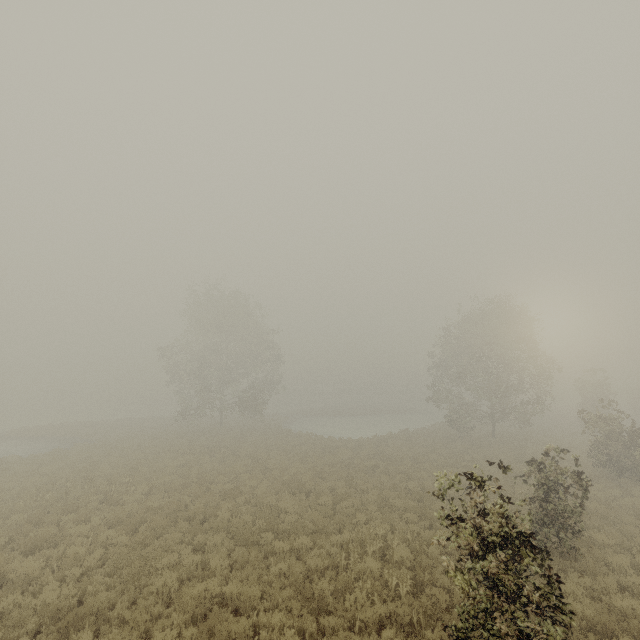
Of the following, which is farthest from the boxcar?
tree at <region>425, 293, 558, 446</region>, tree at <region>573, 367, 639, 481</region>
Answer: tree at <region>425, 293, 558, 446</region>

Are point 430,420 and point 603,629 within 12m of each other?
no

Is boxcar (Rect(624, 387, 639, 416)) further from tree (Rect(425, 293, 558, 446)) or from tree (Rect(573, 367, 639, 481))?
tree (Rect(425, 293, 558, 446))

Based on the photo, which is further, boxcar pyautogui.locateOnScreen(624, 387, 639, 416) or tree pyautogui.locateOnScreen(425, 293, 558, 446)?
boxcar pyautogui.locateOnScreen(624, 387, 639, 416)

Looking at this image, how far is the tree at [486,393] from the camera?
29.6m

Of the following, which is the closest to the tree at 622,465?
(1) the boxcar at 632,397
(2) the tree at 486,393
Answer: (2) the tree at 486,393
